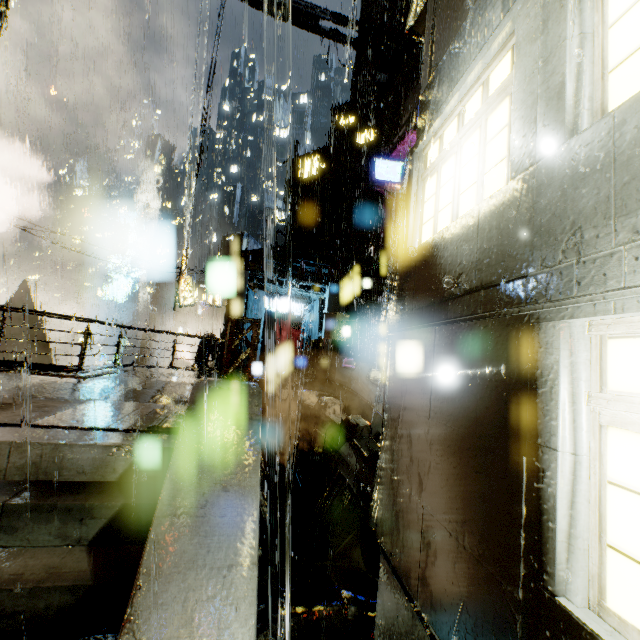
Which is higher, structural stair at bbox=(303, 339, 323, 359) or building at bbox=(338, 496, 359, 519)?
structural stair at bbox=(303, 339, 323, 359)

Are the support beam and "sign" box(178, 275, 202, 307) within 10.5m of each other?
no

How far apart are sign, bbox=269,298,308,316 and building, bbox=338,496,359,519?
A: 15.82m

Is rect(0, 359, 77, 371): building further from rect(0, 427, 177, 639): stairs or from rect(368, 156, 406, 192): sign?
rect(0, 427, 177, 639): stairs

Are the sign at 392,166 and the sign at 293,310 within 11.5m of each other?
yes

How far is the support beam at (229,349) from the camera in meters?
9.8

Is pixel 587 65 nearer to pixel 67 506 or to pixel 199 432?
pixel 199 432

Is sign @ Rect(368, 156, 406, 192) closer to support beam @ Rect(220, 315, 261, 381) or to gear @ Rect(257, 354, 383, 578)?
support beam @ Rect(220, 315, 261, 381)
